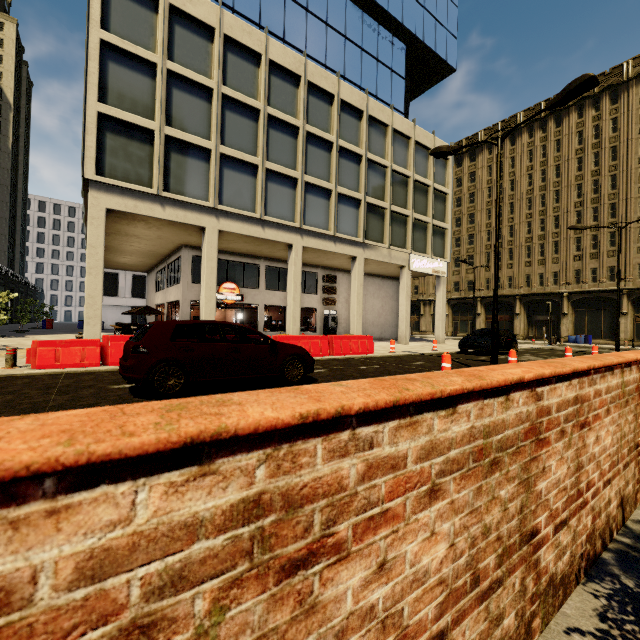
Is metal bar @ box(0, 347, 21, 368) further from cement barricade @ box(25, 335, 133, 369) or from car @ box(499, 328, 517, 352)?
car @ box(499, 328, 517, 352)

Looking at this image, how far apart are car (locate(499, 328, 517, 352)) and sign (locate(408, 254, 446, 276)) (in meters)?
7.29

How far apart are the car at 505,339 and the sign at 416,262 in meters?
7.3 m

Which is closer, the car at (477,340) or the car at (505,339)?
the car at (477,340)

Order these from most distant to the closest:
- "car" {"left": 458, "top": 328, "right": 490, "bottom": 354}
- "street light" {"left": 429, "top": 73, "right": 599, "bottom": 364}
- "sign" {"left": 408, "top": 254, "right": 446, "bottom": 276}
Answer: "sign" {"left": 408, "top": 254, "right": 446, "bottom": 276}, "car" {"left": 458, "top": 328, "right": 490, "bottom": 354}, "street light" {"left": 429, "top": 73, "right": 599, "bottom": 364}

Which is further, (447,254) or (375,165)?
(447,254)

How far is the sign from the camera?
24.6m

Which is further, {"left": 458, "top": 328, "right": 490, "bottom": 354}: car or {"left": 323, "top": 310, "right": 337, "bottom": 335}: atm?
{"left": 323, "top": 310, "right": 337, "bottom": 335}: atm
